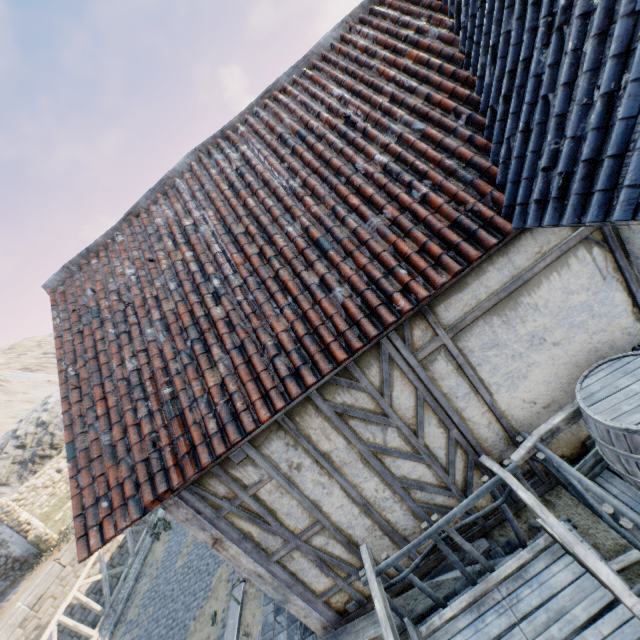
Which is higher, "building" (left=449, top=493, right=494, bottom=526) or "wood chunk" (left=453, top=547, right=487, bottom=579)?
"building" (left=449, top=493, right=494, bottom=526)

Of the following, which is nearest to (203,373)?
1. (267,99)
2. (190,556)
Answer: (267,99)

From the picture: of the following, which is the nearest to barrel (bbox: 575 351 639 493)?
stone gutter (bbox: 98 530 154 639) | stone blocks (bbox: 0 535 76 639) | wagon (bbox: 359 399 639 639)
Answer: wagon (bbox: 359 399 639 639)

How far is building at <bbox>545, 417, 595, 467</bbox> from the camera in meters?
3.6 m

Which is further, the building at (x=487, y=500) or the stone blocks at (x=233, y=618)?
the stone blocks at (x=233, y=618)

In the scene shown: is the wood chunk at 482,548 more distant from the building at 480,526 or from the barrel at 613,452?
the barrel at 613,452

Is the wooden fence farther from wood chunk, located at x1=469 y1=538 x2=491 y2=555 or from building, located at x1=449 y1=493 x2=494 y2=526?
building, located at x1=449 y1=493 x2=494 y2=526
